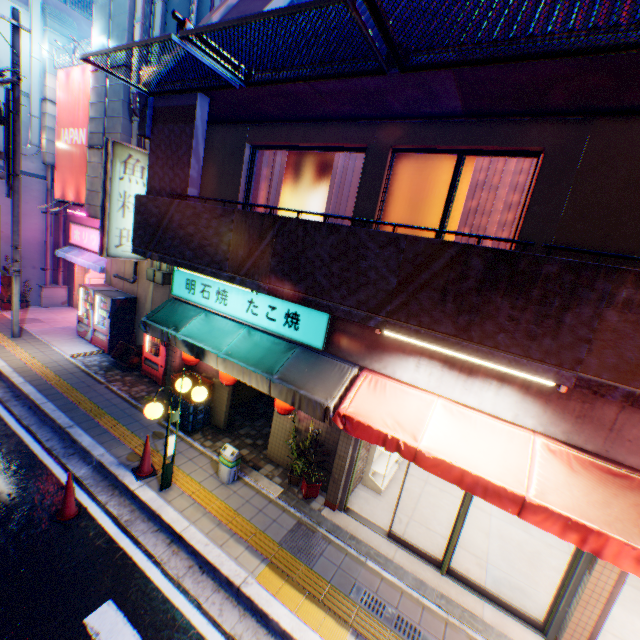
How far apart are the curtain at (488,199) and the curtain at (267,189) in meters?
3.6 m

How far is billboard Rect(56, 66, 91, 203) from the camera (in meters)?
12.16

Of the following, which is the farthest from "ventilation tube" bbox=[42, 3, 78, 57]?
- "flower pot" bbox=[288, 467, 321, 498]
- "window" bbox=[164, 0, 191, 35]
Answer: "flower pot" bbox=[288, 467, 321, 498]

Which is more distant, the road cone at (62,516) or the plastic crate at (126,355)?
the plastic crate at (126,355)

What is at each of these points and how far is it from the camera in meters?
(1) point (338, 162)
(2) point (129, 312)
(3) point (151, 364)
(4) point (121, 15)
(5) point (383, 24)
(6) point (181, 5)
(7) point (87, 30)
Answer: (1) curtain, 6.0
(2) vending machine, 11.7
(3) vending machine, 10.2
(4) ventilation tube, 10.2
(5) metal fence, 3.1
(6) window, 9.6
(7) concrete block, 14.3

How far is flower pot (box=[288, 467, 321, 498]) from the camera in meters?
6.6

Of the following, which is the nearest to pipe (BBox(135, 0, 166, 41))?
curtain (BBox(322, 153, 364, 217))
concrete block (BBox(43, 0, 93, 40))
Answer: curtain (BBox(322, 153, 364, 217))

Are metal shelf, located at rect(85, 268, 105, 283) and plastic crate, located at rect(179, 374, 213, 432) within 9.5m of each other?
no
